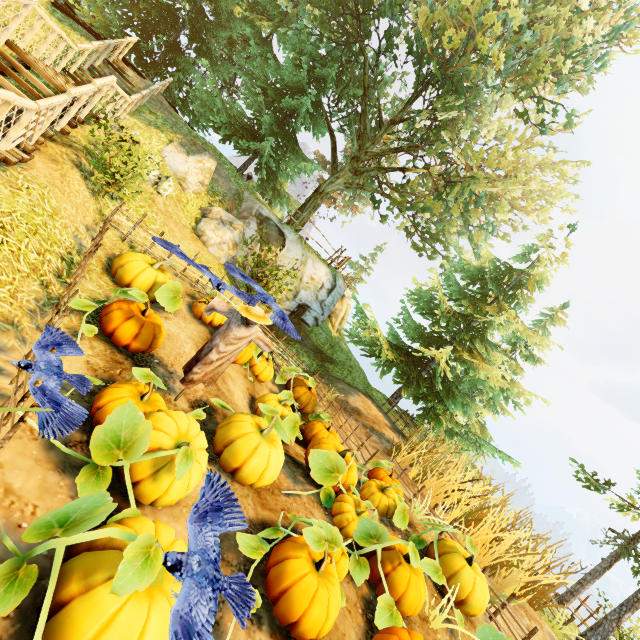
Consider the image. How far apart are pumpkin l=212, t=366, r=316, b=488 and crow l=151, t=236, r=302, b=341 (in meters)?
1.42

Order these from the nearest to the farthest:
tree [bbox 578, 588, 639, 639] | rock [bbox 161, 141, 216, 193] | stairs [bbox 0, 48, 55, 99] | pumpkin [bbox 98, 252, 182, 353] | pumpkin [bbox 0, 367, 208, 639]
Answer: pumpkin [bbox 0, 367, 208, 639] < pumpkin [bbox 98, 252, 182, 353] < stairs [bbox 0, 48, 55, 99] < tree [bbox 578, 588, 639, 639] < rock [bbox 161, 141, 216, 193]

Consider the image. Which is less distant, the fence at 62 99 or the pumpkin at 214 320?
the fence at 62 99

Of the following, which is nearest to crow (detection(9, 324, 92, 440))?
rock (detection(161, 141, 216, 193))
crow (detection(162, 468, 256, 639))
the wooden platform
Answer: crow (detection(162, 468, 256, 639))

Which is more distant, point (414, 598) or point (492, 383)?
point (492, 383)

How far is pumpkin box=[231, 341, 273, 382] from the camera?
8.1m

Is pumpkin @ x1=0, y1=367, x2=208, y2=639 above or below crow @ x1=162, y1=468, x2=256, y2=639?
below

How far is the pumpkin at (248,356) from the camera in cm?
813
